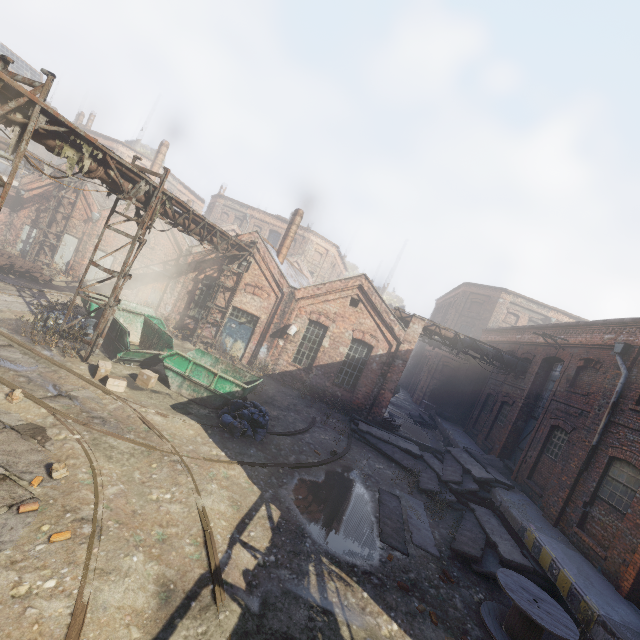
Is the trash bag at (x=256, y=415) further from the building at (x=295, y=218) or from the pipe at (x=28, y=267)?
the pipe at (x=28, y=267)

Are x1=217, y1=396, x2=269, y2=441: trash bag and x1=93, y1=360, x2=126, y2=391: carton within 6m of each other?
yes

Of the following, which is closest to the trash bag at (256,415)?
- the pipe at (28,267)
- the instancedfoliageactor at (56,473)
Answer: the instancedfoliageactor at (56,473)

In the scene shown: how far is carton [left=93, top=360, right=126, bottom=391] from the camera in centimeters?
982cm

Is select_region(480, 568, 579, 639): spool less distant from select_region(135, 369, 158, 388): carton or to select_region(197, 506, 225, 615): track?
select_region(197, 506, 225, 615): track

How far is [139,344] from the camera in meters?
14.3

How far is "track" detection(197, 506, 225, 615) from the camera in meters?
5.0

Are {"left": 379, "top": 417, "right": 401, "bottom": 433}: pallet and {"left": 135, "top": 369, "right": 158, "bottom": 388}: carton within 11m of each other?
no
